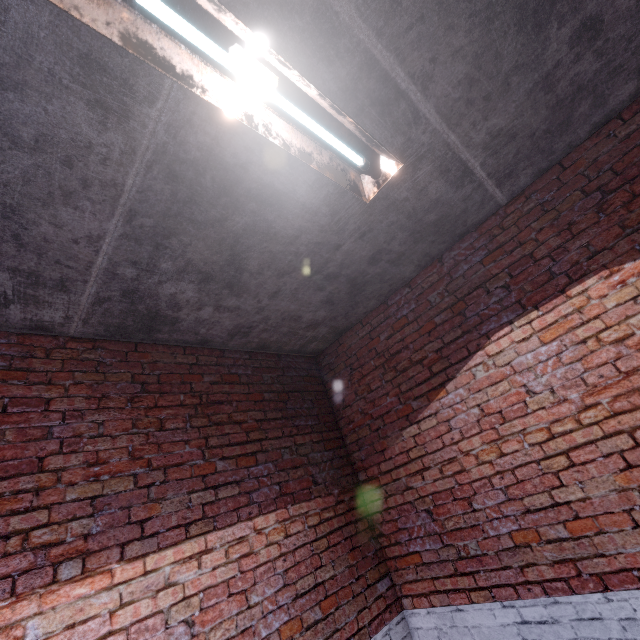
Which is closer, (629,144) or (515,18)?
(515,18)
